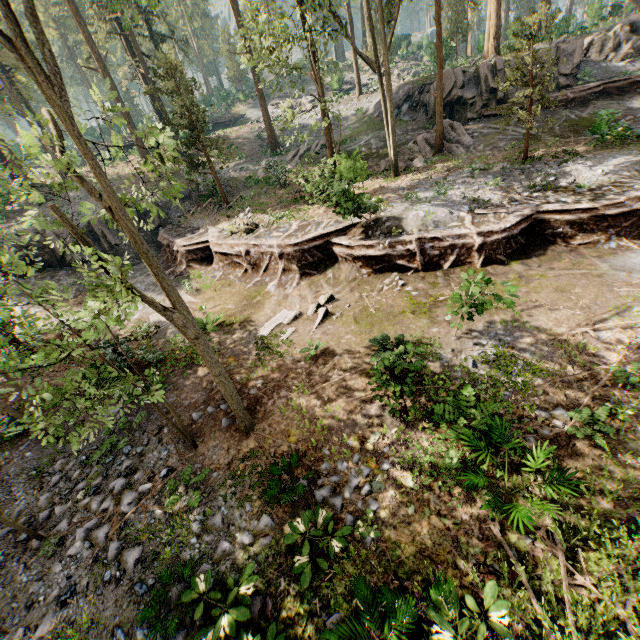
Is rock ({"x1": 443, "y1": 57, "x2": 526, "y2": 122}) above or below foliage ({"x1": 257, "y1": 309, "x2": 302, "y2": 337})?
above

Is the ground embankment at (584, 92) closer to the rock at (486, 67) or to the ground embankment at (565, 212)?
the rock at (486, 67)

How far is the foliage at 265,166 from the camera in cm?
2425

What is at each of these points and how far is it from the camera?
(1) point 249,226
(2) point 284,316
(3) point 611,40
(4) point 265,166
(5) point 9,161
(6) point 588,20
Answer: (1) foliage, 18.86m
(2) foliage, 13.41m
(3) rock, 23.91m
(4) foliage, 29.61m
(5) foliage, 33.69m
(6) foliage, 34.59m

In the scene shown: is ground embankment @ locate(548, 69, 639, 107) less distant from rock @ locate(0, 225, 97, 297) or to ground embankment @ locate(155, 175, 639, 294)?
ground embankment @ locate(155, 175, 639, 294)

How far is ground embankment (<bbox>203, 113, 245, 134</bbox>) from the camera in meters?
42.8 m

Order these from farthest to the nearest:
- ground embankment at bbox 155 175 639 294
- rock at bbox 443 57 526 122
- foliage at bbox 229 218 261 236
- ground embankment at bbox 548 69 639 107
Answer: rock at bbox 443 57 526 122, ground embankment at bbox 548 69 639 107, foliage at bbox 229 218 261 236, ground embankment at bbox 155 175 639 294

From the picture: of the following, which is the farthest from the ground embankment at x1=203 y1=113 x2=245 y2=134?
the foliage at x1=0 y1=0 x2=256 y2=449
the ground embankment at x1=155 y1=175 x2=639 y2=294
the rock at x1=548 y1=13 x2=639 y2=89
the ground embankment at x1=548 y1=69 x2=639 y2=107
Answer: the ground embankment at x1=548 y1=69 x2=639 y2=107
